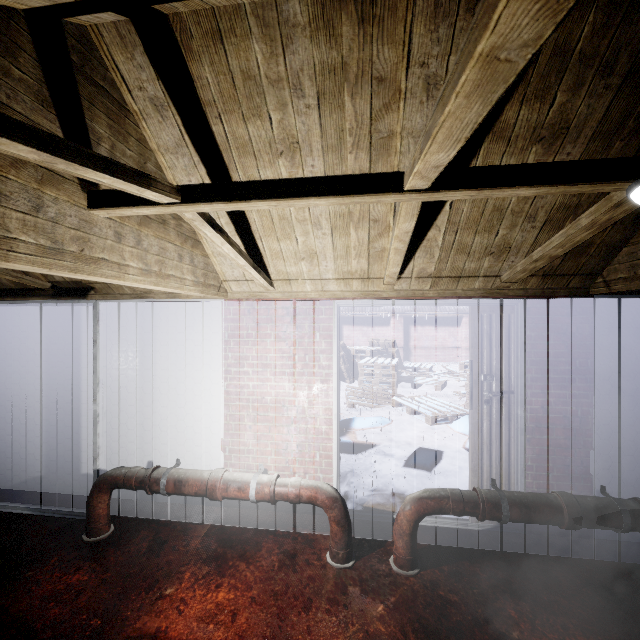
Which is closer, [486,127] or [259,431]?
[486,127]

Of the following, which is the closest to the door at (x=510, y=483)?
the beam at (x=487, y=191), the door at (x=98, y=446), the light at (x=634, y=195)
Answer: the beam at (x=487, y=191)

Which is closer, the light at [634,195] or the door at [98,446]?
the light at [634,195]

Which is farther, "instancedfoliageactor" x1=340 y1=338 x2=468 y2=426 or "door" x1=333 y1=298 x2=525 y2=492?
"instancedfoliageactor" x1=340 y1=338 x2=468 y2=426

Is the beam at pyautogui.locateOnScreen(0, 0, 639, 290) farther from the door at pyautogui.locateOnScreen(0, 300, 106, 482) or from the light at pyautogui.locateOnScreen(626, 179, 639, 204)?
the door at pyautogui.locateOnScreen(0, 300, 106, 482)

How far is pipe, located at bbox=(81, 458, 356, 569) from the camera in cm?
235

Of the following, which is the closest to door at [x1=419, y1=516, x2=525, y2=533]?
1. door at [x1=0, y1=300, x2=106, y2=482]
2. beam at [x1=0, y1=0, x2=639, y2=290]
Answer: beam at [x1=0, y1=0, x2=639, y2=290]

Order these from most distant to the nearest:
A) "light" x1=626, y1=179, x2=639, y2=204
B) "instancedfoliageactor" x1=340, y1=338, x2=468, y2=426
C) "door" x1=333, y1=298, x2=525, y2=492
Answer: "instancedfoliageactor" x1=340, y1=338, x2=468, y2=426 < "door" x1=333, y1=298, x2=525, y2=492 < "light" x1=626, y1=179, x2=639, y2=204
